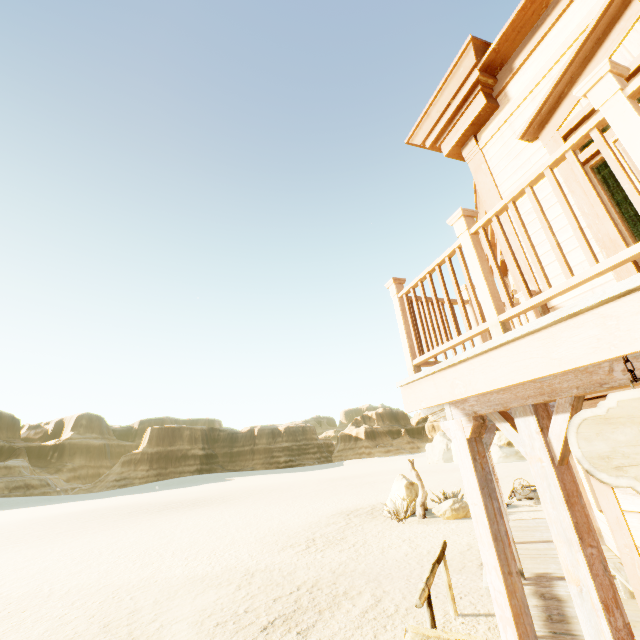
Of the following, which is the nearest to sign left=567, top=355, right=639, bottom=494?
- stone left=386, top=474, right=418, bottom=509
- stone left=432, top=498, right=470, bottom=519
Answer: stone left=432, top=498, right=470, bottom=519

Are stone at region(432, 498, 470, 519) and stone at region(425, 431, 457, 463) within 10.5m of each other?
no

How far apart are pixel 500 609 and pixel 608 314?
2.4 meters

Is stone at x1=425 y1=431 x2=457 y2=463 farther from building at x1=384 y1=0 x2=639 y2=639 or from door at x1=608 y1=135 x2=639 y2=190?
door at x1=608 y1=135 x2=639 y2=190

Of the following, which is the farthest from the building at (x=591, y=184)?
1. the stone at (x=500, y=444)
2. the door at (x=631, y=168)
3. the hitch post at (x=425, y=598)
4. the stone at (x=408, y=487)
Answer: the stone at (x=500, y=444)

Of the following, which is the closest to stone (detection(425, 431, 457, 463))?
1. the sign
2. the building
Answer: the building

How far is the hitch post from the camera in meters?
4.4 m

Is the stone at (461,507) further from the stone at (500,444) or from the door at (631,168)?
the stone at (500,444)
